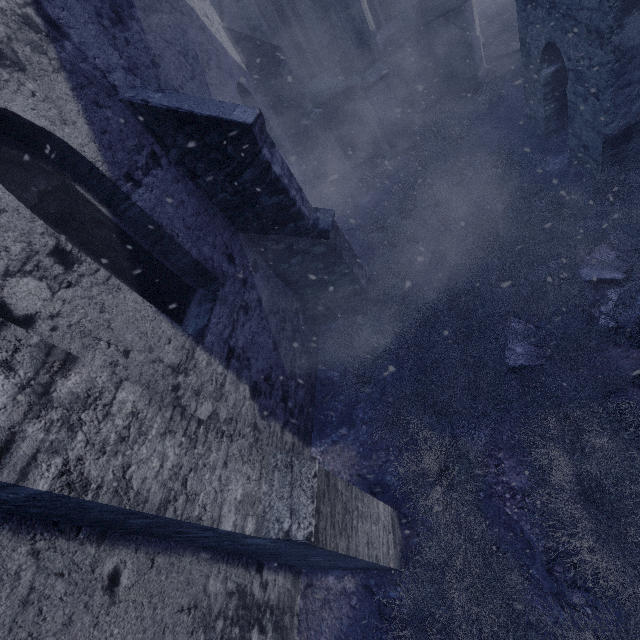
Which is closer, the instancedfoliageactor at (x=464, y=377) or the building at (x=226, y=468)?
the building at (x=226, y=468)

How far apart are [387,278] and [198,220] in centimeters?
360cm

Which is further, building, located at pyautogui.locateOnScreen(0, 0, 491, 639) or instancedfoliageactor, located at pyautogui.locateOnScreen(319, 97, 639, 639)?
instancedfoliageactor, located at pyautogui.locateOnScreen(319, 97, 639, 639)

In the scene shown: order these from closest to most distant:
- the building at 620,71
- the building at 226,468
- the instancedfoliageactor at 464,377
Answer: the building at 226,468
the instancedfoliageactor at 464,377
the building at 620,71

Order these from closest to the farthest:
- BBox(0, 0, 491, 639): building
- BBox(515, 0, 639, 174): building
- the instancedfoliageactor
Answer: BBox(0, 0, 491, 639): building < the instancedfoliageactor < BBox(515, 0, 639, 174): building

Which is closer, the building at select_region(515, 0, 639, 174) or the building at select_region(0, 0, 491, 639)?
the building at select_region(0, 0, 491, 639)

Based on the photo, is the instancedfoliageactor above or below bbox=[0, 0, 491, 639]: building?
below
